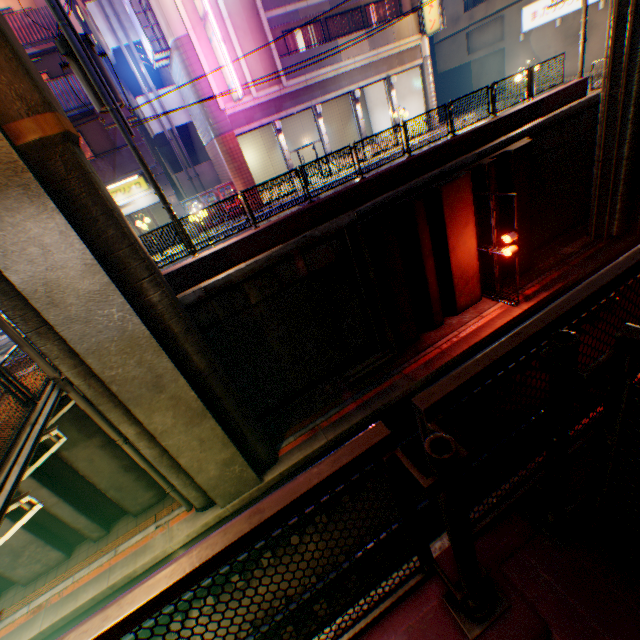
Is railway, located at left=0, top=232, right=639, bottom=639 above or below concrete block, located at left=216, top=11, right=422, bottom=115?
below

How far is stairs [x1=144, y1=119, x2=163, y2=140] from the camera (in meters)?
20.88

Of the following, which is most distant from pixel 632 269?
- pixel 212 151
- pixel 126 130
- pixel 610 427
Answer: pixel 212 151

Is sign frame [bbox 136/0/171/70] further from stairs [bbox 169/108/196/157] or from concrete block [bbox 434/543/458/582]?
concrete block [bbox 434/543/458/582]

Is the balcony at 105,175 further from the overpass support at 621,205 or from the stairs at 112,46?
the overpass support at 621,205

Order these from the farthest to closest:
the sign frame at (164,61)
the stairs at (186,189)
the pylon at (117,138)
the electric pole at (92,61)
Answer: the stairs at (186,189) < the sign frame at (164,61) < the pylon at (117,138) < the electric pole at (92,61)

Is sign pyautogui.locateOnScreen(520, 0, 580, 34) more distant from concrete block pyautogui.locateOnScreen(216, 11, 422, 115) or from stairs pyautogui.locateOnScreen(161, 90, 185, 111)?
stairs pyautogui.locateOnScreen(161, 90, 185, 111)
